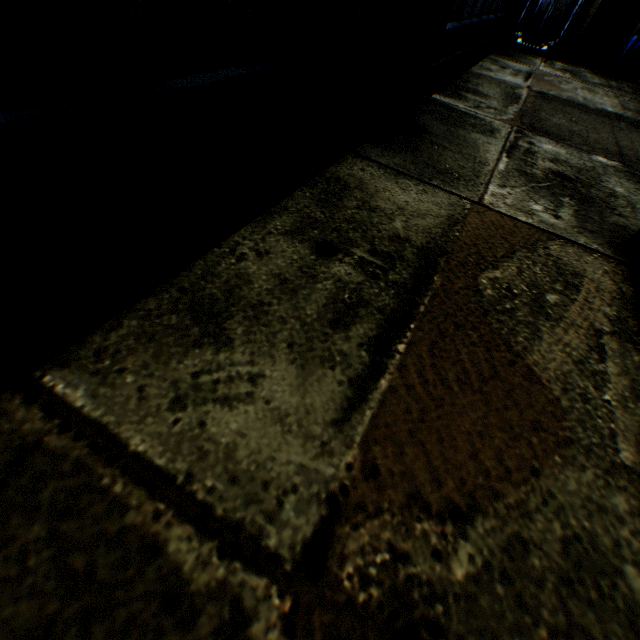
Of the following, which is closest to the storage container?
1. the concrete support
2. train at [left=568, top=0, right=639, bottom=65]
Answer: the concrete support

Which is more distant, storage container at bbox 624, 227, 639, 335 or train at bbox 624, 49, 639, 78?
train at bbox 624, 49, 639, 78

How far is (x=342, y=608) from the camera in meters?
1.4 m

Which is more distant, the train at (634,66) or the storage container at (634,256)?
the train at (634,66)

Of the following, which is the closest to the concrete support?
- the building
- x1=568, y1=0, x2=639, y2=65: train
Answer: x1=568, y1=0, x2=639, y2=65: train

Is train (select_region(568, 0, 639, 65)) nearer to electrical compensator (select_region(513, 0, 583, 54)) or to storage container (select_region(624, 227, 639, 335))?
electrical compensator (select_region(513, 0, 583, 54))

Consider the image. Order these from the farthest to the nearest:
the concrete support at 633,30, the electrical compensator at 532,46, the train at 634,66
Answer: the train at 634,66 < the electrical compensator at 532,46 < the concrete support at 633,30

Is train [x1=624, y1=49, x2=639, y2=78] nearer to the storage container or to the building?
the building
